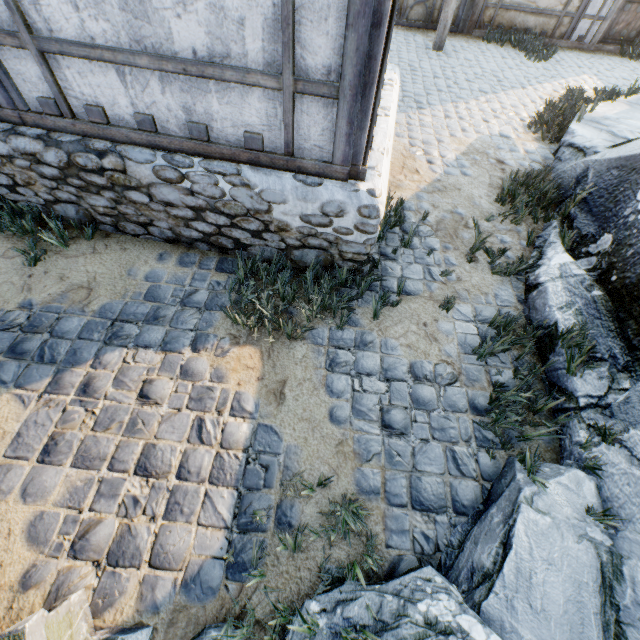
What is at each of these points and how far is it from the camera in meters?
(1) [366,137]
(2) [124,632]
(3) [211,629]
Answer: (1) building, 2.5 m
(2) rock, 1.8 m
(3) rock, 1.8 m

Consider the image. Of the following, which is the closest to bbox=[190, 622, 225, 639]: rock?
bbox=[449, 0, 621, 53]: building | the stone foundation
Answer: the stone foundation

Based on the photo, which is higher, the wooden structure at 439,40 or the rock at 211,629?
the wooden structure at 439,40

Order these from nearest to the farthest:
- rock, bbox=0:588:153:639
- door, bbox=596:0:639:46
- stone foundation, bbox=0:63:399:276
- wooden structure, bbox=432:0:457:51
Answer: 1. rock, bbox=0:588:153:639
2. stone foundation, bbox=0:63:399:276
3. wooden structure, bbox=432:0:457:51
4. door, bbox=596:0:639:46

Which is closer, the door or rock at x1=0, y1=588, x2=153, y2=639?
rock at x1=0, y1=588, x2=153, y2=639

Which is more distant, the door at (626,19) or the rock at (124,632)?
the door at (626,19)

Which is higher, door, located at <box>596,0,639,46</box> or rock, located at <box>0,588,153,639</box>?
door, located at <box>596,0,639,46</box>

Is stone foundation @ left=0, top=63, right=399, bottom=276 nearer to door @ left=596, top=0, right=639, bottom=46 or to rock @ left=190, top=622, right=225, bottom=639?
rock @ left=190, top=622, right=225, bottom=639
